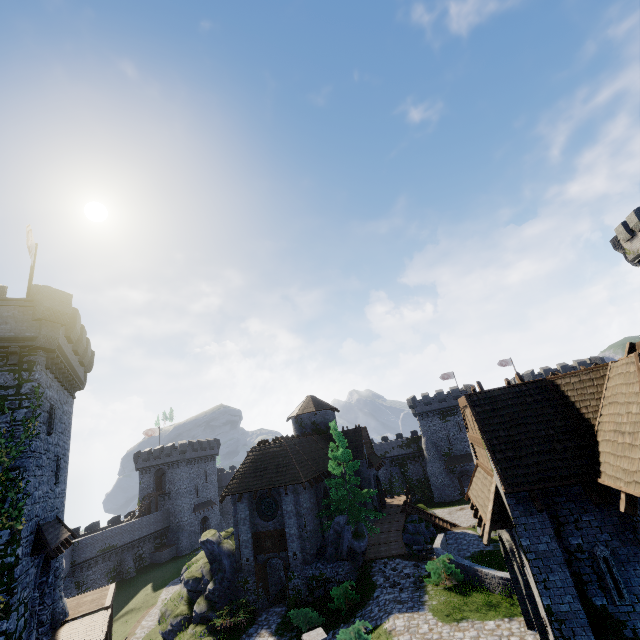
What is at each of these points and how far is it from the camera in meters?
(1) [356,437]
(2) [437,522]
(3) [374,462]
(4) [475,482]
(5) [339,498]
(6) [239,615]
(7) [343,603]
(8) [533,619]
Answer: (1) building, 36.2
(2) stairs, 33.1
(3) awning, 35.4
(4) awning, 14.7
(5) tree, 24.9
(6) bush, 20.1
(7) bush, 18.6
(8) double door, 10.4

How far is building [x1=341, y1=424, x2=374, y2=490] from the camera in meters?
33.7 m

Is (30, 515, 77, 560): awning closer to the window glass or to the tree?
the window glass

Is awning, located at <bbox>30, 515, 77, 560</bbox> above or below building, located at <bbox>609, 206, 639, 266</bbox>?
below

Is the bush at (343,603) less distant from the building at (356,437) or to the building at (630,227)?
the building at (356,437)

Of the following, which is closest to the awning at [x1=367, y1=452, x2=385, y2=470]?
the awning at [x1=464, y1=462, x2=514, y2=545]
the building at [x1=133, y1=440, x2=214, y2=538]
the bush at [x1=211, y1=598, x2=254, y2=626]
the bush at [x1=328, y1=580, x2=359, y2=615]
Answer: the bush at [x1=328, y1=580, x2=359, y2=615]

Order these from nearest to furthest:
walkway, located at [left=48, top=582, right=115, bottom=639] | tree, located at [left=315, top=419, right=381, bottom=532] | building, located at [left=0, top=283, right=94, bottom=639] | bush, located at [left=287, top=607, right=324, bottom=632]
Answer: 1. building, located at [left=0, top=283, right=94, bottom=639]
2. walkway, located at [left=48, top=582, right=115, bottom=639]
3. bush, located at [left=287, top=607, right=324, bottom=632]
4. tree, located at [left=315, top=419, right=381, bottom=532]

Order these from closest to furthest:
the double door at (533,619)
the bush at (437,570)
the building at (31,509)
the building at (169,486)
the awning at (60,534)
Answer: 1. the double door at (533,619)
2. the building at (31,509)
3. the awning at (60,534)
4. the bush at (437,570)
5. the building at (169,486)
